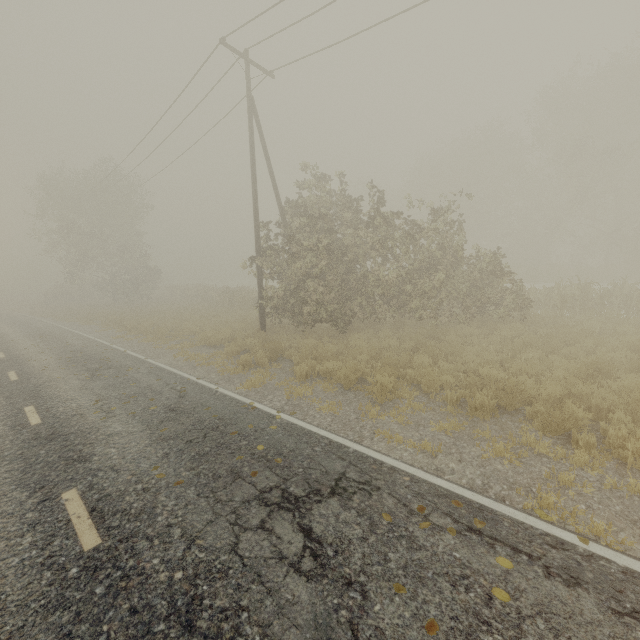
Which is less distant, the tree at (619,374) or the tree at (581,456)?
the tree at (581,456)

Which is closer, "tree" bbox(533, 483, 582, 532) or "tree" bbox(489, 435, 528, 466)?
"tree" bbox(533, 483, 582, 532)

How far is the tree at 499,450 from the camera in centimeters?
508cm

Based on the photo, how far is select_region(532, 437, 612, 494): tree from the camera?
4.5 meters

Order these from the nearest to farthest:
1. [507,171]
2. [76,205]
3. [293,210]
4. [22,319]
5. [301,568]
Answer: [301,568] < [293,210] < [22,319] < [76,205] < [507,171]

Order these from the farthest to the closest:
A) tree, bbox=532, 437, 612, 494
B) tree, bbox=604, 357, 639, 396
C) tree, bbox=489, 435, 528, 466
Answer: tree, bbox=604, 357, 639, 396
tree, bbox=489, 435, 528, 466
tree, bbox=532, 437, 612, 494
